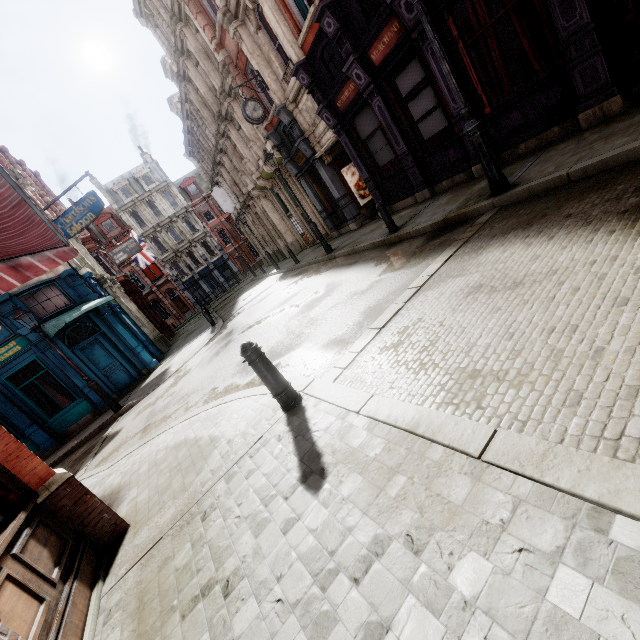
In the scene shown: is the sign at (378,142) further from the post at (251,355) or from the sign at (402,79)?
the post at (251,355)

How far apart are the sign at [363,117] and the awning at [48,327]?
12.5 meters

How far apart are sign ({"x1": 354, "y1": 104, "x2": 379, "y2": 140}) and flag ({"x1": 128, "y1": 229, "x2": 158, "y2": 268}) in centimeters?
2356cm

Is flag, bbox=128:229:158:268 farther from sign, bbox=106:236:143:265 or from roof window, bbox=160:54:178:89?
roof window, bbox=160:54:178:89

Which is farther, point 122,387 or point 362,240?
point 122,387

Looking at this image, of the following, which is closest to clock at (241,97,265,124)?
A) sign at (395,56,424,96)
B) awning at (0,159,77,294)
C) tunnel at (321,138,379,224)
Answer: tunnel at (321,138,379,224)

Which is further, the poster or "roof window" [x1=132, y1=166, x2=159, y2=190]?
"roof window" [x1=132, y1=166, x2=159, y2=190]

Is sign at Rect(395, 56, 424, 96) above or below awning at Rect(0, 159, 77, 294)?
above
